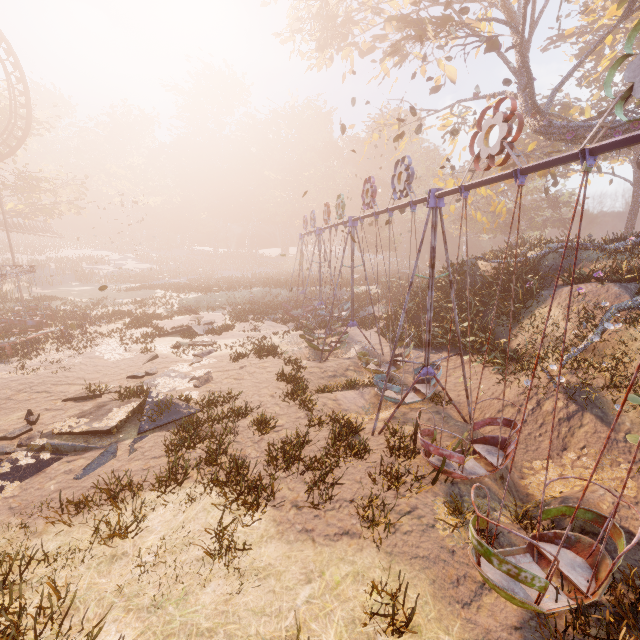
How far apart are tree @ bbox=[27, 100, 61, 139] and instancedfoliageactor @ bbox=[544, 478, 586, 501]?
51.5 meters

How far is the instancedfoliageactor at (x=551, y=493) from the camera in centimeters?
714cm

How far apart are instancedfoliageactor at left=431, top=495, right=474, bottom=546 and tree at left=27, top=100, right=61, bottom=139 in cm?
5006

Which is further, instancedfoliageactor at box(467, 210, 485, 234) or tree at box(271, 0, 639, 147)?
instancedfoliageactor at box(467, 210, 485, 234)

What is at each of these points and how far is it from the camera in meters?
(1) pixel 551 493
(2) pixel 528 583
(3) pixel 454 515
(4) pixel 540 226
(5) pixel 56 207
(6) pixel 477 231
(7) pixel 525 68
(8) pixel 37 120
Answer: (1) instancedfoliageactor, 7.5
(2) swing, 4.0
(3) instancedfoliageactor, 6.0
(4) instancedfoliageactor, 45.9
(5) tree, 36.3
(6) instancedfoliageactor, 52.2
(7) tree, 15.2
(8) tree, 35.4

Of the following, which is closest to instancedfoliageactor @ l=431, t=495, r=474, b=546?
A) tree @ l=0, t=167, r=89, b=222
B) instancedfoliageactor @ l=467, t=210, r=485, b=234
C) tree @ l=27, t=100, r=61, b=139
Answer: tree @ l=0, t=167, r=89, b=222

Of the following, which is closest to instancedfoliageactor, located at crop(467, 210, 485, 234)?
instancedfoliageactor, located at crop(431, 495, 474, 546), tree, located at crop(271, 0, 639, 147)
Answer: tree, located at crop(271, 0, 639, 147)

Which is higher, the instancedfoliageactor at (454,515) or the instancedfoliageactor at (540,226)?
the instancedfoliageactor at (540,226)
